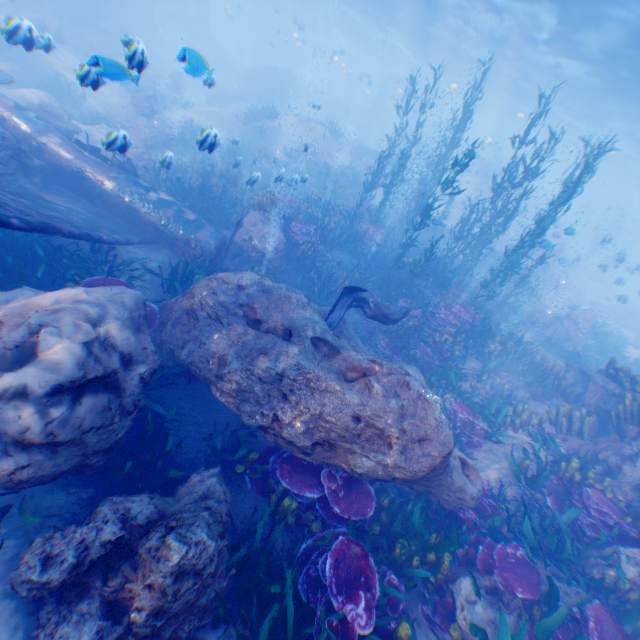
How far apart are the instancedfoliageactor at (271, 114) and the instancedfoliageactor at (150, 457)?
22.5m

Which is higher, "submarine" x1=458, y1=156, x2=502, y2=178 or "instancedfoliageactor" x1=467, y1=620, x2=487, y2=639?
"submarine" x1=458, y1=156, x2=502, y2=178

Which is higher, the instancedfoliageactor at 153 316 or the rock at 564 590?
the rock at 564 590

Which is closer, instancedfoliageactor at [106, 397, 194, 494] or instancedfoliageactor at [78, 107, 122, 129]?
instancedfoliageactor at [106, 397, 194, 494]

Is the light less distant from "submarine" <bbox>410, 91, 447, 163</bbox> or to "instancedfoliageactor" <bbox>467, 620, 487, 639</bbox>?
"submarine" <bbox>410, 91, 447, 163</bbox>

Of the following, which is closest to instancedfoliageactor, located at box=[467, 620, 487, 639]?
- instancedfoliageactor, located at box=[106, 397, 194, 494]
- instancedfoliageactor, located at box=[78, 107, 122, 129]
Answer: instancedfoliageactor, located at box=[106, 397, 194, 494]

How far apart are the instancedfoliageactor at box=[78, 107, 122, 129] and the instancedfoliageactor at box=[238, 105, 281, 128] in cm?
994

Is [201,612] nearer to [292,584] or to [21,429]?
[292,584]
